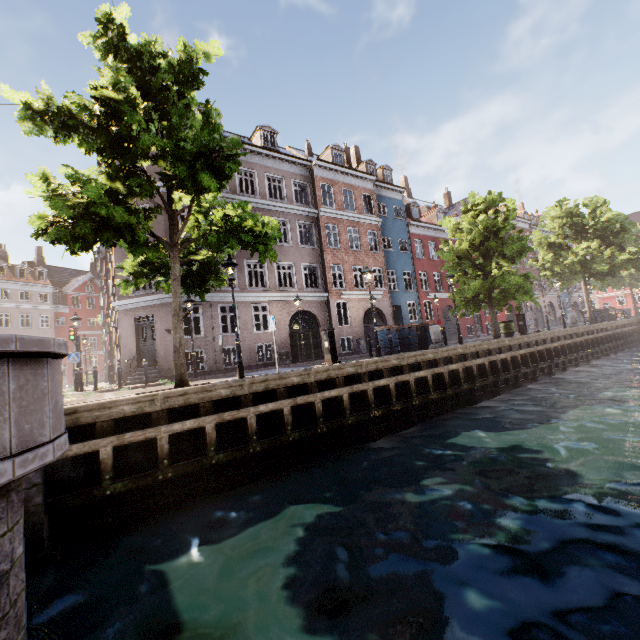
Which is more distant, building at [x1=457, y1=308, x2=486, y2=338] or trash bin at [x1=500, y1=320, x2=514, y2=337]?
building at [x1=457, y1=308, x2=486, y2=338]

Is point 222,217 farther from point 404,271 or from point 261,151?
point 404,271

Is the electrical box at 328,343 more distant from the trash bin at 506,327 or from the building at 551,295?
the trash bin at 506,327

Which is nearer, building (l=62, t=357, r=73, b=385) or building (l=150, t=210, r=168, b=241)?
building (l=150, t=210, r=168, b=241)

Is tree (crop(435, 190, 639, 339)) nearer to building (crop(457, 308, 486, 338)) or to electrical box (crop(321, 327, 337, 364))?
electrical box (crop(321, 327, 337, 364))

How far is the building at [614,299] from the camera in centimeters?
5556cm

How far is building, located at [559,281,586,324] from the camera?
45.7 meters

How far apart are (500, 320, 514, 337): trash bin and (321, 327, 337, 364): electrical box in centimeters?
1355cm
